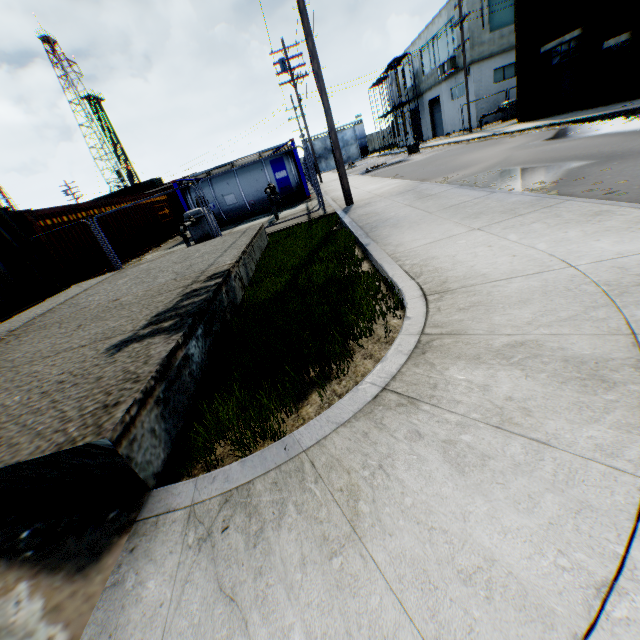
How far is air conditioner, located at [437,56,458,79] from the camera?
28.0m

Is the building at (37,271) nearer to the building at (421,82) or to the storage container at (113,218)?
the storage container at (113,218)

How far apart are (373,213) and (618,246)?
5.74m

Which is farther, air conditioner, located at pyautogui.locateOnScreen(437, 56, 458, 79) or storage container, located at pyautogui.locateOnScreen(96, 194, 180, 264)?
air conditioner, located at pyautogui.locateOnScreen(437, 56, 458, 79)

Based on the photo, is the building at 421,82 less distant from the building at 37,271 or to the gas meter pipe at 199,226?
the gas meter pipe at 199,226

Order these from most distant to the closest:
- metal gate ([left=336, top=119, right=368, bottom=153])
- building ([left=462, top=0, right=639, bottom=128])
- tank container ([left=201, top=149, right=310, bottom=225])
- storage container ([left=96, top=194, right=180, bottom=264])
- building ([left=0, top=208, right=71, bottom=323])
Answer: metal gate ([left=336, top=119, right=368, bottom=153])
tank container ([left=201, top=149, right=310, bottom=225])
storage container ([left=96, top=194, right=180, bottom=264])
building ([left=462, top=0, right=639, bottom=128])
building ([left=0, top=208, right=71, bottom=323])

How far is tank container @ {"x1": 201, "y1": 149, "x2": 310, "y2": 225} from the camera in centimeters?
1719cm

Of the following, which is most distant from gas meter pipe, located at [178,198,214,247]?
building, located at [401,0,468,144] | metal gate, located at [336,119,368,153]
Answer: metal gate, located at [336,119,368,153]
